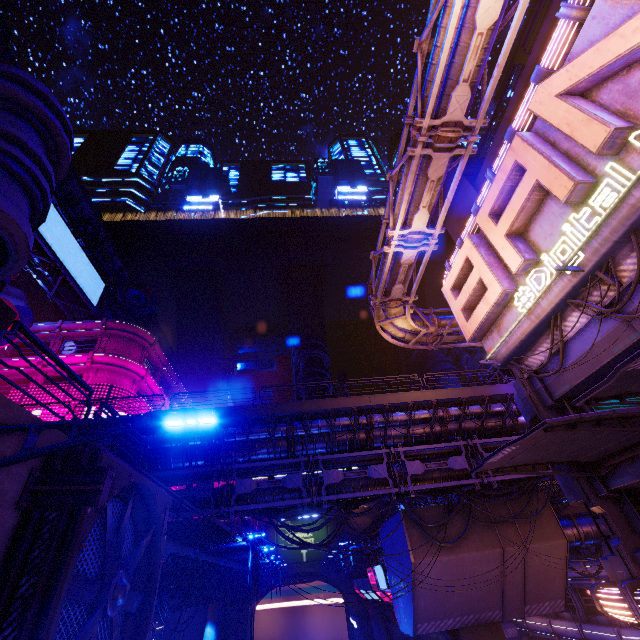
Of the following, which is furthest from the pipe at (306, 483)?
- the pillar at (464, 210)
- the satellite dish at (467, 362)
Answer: the satellite dish at (467, 362)

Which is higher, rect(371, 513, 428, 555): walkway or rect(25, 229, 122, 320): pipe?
rect(25, 229, 122, 320): pipe

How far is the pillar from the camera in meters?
19.4 m

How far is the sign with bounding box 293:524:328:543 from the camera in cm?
4544

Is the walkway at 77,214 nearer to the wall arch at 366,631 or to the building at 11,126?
the building at 11,126

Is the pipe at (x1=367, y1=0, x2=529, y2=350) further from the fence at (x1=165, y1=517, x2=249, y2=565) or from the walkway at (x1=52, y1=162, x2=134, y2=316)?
the fence at (x1=165, y1=517, x2=249, y2=565)

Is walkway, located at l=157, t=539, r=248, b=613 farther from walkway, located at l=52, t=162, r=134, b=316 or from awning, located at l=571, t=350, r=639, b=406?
awning, located at l=571, t=350, r=639, b=406

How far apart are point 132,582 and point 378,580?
26.73m
